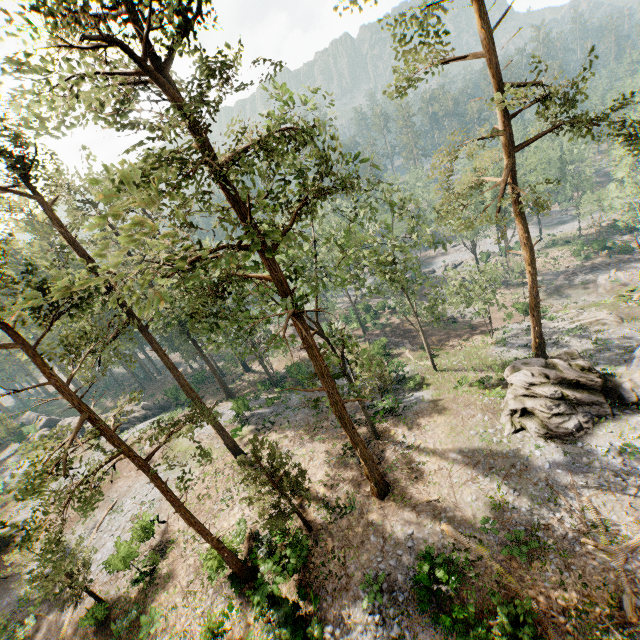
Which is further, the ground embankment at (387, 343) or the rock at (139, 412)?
the rock at (139, 412)

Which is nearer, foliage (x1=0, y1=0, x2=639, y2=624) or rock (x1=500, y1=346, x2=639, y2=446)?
foliage (x1=0, y1=0, x2=639, y2=624)

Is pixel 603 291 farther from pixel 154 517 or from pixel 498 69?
pixel 154 517

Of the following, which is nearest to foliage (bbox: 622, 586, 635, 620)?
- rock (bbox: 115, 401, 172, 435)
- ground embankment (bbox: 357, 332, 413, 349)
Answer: rock (bbox: 115, 401, 172, 435)

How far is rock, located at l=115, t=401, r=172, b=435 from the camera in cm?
4312

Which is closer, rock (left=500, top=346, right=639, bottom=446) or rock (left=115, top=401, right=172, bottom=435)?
rock (left=500, top=346, right=639, bottom=446)

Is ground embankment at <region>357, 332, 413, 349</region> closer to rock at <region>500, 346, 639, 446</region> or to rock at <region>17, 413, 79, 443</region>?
rock at <region>500, 346, 639, 446</region>

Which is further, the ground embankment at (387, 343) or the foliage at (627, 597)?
the ground embankment at (387, 343)
